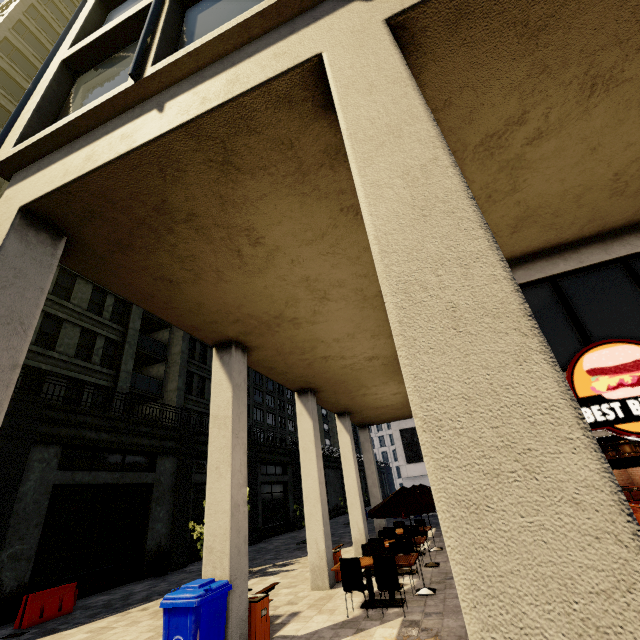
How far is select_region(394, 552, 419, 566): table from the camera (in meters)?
7.27

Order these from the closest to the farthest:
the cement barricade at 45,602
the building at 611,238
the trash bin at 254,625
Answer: the building at 611,238 < the trash bin at 254,625 < the cement barricade at 45,602

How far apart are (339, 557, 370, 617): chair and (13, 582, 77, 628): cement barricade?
10.0 meters

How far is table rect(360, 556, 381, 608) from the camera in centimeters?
746cm

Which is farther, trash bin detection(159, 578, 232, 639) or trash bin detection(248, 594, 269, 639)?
trash bin detection(248, 594, 269, 639)

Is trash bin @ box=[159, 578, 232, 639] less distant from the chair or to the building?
the building

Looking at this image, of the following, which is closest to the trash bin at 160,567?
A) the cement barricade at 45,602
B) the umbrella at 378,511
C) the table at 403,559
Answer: the cement barricade at 45,602

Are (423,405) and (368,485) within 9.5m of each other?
no
